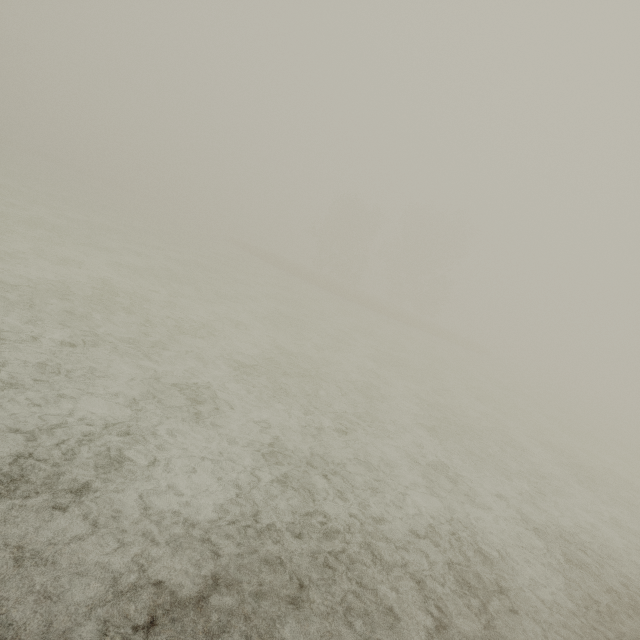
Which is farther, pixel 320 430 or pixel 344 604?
pixel 320 430
